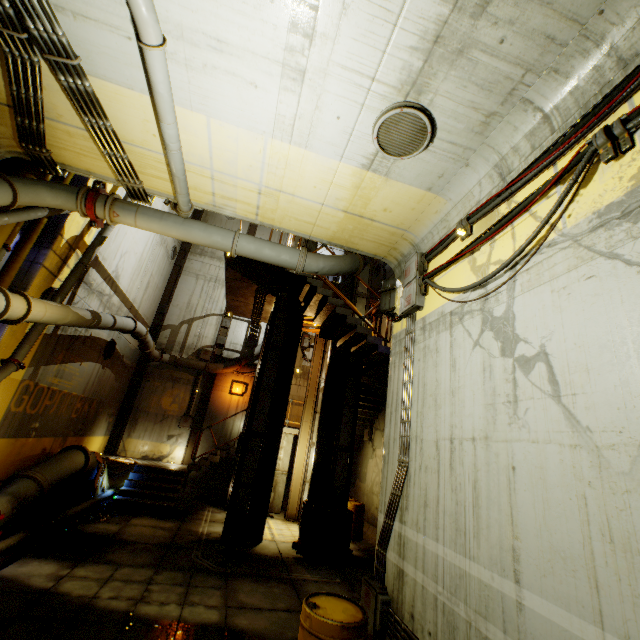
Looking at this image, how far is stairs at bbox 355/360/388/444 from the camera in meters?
11.7 m

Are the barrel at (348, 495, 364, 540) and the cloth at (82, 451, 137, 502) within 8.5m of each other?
yes

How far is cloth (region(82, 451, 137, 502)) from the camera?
11.0m

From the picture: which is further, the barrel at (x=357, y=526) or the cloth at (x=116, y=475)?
the barrel at (x=357, y=526)

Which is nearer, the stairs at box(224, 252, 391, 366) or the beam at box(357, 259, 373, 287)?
the stairs at box(224, 252, 391, 366)

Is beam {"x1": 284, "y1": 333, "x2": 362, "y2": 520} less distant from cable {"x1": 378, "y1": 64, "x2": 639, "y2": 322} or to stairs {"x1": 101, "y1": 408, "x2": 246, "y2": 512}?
stairs {"x1": 101, "y1": 408, "x2": 246, "y2": 512}

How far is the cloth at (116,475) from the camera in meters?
11.0 m

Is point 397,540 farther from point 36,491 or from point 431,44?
point 36,491
